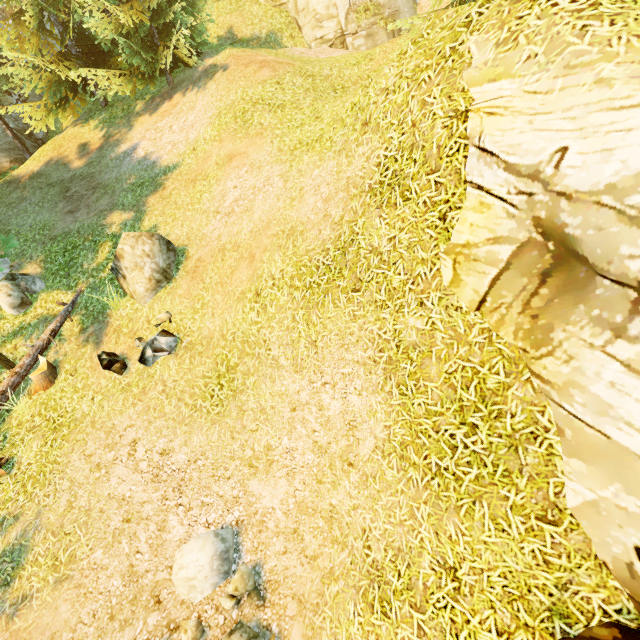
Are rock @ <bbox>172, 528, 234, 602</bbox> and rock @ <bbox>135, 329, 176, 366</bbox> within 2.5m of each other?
no

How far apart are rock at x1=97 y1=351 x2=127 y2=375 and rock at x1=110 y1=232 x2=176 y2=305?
1.4 meters

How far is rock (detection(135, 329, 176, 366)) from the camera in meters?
7.6

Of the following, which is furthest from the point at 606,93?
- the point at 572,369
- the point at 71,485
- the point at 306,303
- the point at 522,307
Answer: the point at 71,485

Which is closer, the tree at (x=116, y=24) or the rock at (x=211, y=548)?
the rock at (x=211, y=548)

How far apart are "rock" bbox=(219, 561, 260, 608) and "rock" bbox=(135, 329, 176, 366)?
3.9m

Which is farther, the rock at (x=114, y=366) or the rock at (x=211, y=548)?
the rock at (x=114, y=366)

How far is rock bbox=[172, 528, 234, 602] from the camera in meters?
5.0
